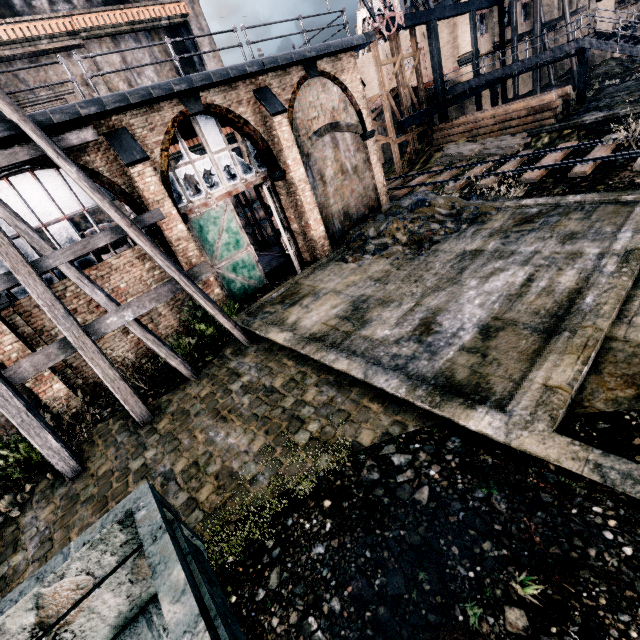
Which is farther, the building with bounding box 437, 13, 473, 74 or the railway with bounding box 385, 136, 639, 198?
the building with bounding box 437, 13, 473, 74

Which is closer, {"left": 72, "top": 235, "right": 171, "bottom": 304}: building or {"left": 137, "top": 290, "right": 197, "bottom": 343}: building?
{"left": 72, "top": 235, "right": 171, "bottom": 304}: building

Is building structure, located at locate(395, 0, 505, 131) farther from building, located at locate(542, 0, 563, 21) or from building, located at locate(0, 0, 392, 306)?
building, located at locate(0, 0, 392, 306)

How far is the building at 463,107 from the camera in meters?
30.5

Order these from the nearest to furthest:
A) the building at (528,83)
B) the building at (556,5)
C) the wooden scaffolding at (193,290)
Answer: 1. the wooden scaffolding at (193,290)
2. the building at (556,5)
3. the building at (528,83)

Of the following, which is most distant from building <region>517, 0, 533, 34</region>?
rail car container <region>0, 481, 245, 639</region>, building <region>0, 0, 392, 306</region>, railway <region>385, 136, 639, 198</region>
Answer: rail car container <region>0, 481, 245, 639</region>

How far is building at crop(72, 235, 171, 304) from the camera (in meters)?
11.05

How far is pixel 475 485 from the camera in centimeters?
473cm
